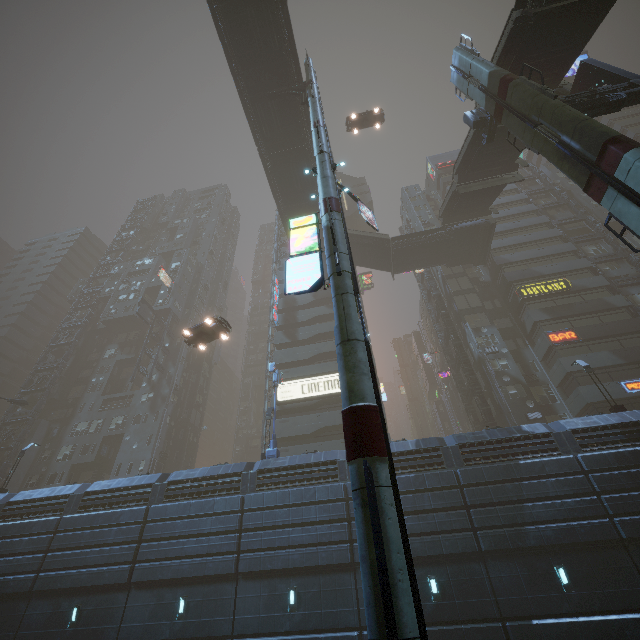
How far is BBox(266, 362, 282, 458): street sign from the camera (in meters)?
21.02

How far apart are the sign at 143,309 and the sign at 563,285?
48.3 meters

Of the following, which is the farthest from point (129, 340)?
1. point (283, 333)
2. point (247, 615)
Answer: point (247, 615)

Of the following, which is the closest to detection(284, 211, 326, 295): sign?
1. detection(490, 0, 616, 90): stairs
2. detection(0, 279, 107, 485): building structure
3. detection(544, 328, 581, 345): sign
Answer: detection(490, 0, 616, 90): stairs

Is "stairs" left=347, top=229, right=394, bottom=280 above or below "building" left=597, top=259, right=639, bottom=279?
above

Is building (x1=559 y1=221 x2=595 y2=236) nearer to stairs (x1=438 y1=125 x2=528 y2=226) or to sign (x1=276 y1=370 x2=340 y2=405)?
sign (x1=276 y1=370 x2=340 y2=405)

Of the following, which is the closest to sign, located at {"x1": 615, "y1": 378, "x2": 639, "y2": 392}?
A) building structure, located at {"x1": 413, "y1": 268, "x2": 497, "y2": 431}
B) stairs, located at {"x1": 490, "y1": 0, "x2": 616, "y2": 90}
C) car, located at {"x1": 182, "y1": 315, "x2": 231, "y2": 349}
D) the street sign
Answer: building structure, located at {"x1": 413, "y1": 268, "x2": 497, "y2": 431}

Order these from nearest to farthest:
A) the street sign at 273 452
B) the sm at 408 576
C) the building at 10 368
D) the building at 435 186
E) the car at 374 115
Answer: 1. the sm at 408 576
2. the street sign at 273 452
3. the car at 374 115
4. the building at 435 186
5. the building at 10 368
